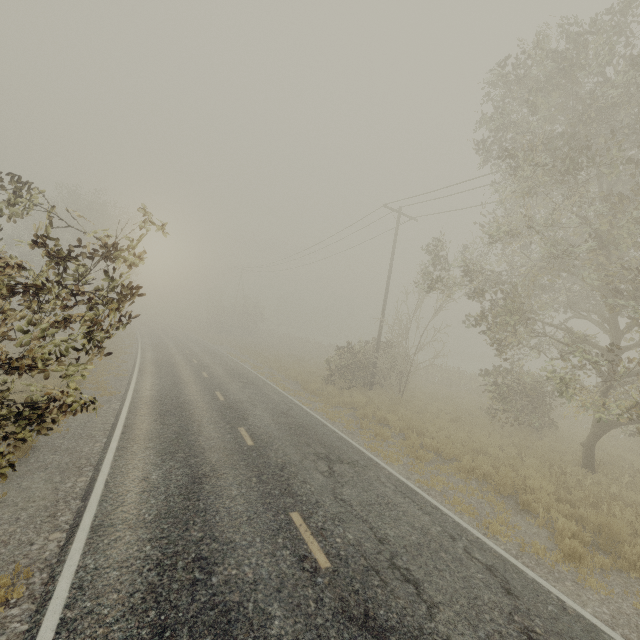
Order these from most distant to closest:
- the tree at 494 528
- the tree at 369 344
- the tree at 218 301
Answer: the tree at 218 301 < the tree at 369 344 < the tree at 494 528

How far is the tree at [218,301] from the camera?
52.28m

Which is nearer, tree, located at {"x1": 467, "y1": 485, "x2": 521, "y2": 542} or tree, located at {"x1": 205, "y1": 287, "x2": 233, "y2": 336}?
tree, located at {"x1": 467, "y1": 485, "x2": 521, "y2": 542}

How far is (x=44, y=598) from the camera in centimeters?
430cm

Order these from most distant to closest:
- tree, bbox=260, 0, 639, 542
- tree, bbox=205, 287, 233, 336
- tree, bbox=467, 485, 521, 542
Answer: tree, bbox=205, 287, 233, 336 → tree, bbox=260, 0, 639, 542 → tree, bbox=467, 485, 521, 542

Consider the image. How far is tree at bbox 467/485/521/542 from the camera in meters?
7.0

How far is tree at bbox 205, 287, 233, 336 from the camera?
52.3m
